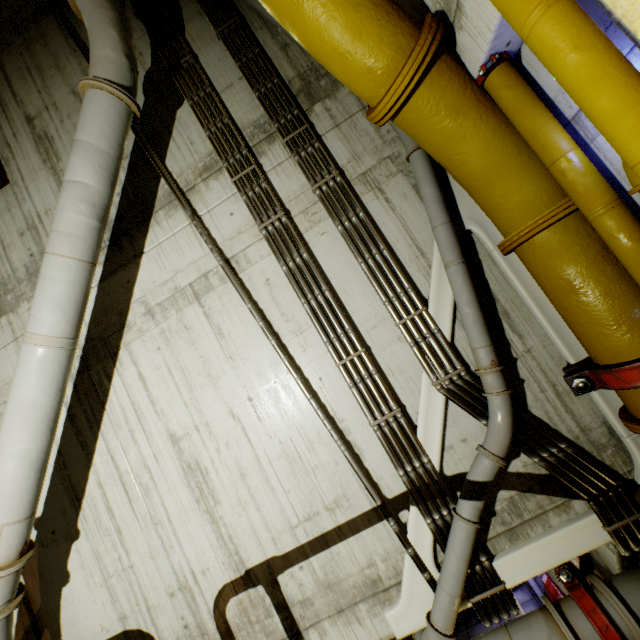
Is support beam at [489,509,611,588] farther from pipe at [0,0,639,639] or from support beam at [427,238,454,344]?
support beam at [427,238,454,344]

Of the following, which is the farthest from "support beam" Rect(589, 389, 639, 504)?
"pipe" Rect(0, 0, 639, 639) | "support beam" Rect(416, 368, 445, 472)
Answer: "support beam" Rect(416, 368, 445, 472)

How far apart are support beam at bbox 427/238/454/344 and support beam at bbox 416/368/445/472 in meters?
0.3

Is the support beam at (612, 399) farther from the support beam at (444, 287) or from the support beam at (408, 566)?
the support beam at (408, 566)

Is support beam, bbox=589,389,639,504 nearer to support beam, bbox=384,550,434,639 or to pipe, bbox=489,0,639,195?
pipe, bbox=489,0,639,195

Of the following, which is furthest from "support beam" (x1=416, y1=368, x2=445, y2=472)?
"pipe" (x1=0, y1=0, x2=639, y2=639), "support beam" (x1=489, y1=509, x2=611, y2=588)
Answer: "support beam" (x1=489, y1=509, x2=611, y2=588)

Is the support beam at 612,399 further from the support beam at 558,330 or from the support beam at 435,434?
the support beam at 435,434

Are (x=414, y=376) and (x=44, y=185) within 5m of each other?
no
